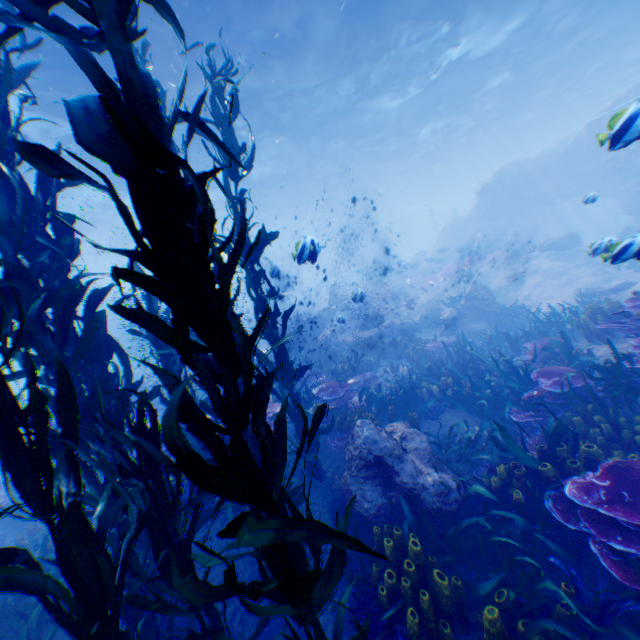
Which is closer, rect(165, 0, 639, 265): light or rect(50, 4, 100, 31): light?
rect(50, 4, 100, 31): light

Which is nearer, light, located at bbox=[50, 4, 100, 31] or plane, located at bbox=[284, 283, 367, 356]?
light, located at bbox=[50, 4, 100, 31]

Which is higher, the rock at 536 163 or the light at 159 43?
the light at 159 43

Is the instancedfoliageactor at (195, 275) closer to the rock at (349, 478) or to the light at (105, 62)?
the rock at (349, 478)

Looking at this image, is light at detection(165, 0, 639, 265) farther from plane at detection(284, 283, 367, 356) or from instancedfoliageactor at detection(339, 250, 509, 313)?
instancedfoliageactor at detection(339, 250, 509, 313)

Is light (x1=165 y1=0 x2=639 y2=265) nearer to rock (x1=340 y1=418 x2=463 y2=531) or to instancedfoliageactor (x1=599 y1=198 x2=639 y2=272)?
rock (x1=340 y1=418 x2=463 y2=531)

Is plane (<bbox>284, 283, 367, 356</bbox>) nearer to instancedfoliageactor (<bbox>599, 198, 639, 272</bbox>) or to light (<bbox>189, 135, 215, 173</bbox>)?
instancedfoliageactor (<bbox>599, 198, 639, 272</bbox>)

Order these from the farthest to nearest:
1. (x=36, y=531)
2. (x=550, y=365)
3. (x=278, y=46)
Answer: (x=278, y=46) → (x=550, y=365) → (x=36, y=531)
